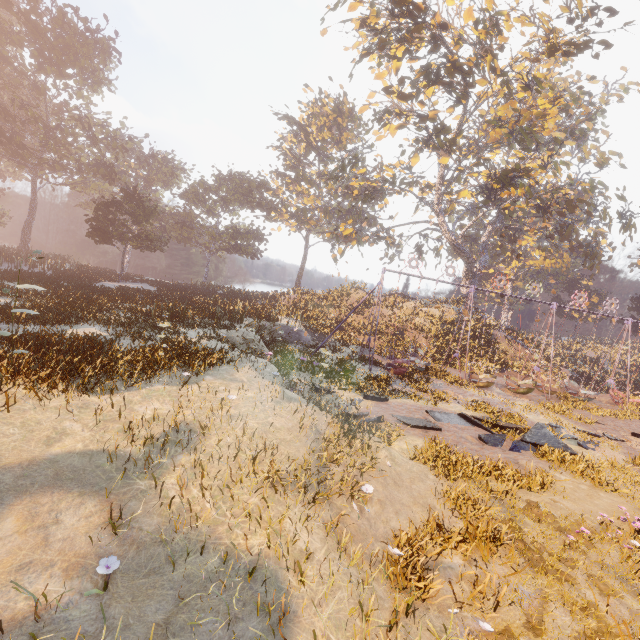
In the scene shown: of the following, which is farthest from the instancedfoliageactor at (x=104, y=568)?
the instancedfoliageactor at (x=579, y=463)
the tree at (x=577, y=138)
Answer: the tree at (x=577, y=138)

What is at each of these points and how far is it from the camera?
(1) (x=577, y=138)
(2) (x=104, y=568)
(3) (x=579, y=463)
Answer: (1) tree, 34.3 meters
(2) instancedfoliageactor, 3.6 meters
(3) instancedfoliageactor, 9.6 meters

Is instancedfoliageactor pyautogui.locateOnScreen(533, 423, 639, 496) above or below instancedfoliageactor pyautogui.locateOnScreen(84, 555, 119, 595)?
below

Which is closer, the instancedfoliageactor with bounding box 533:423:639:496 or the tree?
the instancedfoliageactor with bounding box 533:423:639:496

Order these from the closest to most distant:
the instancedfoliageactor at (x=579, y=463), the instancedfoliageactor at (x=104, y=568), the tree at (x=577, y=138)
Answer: the instancedfoliageactor at (x=104, y=568)
the instancedfoliageactor at (x=579, y=463)
the tree at (x=577, y=138)

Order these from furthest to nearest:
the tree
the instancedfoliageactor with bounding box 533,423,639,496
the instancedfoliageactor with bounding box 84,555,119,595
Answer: the tree → the instancedfoliageactor with bounding box 533,423,639,496 → the instancedfoliageactor with bounding box 84,555,119,595

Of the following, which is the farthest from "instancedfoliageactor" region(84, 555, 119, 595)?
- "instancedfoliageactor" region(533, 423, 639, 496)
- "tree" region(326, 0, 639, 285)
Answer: "tree" region(326, 0, 639, 285)
